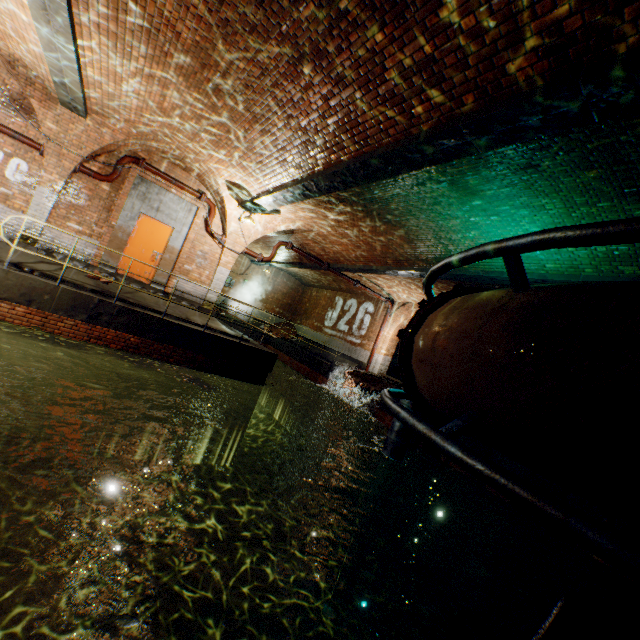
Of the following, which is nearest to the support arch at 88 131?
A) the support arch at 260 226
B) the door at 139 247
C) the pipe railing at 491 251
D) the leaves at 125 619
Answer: the support arch at 260 226

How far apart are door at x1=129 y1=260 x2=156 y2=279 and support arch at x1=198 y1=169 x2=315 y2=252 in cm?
165

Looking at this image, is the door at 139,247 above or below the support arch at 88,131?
below

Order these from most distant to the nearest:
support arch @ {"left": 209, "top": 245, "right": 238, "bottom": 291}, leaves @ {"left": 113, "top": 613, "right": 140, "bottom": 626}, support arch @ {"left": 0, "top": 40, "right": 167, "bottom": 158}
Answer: support arch @ {"left": 209, "top": 245, "right": 238, "bottom": 291} < support arch @ {"left": 0, "top": 40, "right": 167, "bottom": 158} < leaves @ {"left": 113, "top": 613, "right": 140, "bottom": 626}

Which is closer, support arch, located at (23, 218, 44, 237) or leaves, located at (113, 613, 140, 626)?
leaves, located at (113, 613, 140, 626)

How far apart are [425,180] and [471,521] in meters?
9.4 m

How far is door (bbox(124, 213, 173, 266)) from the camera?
10.47m
